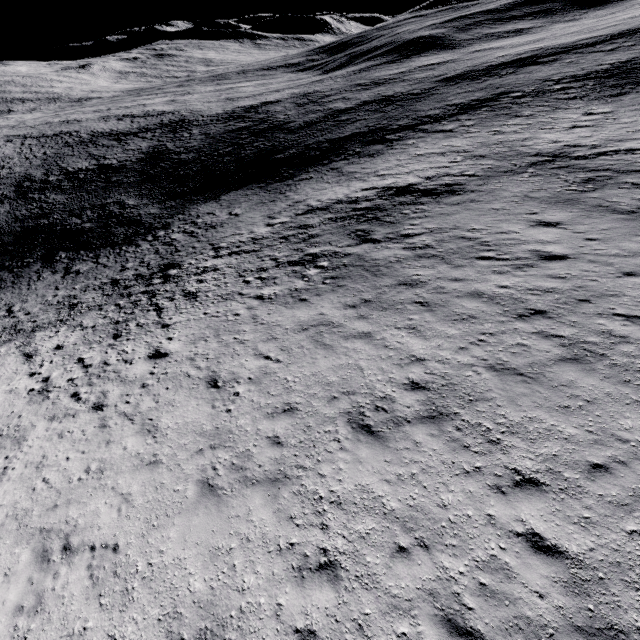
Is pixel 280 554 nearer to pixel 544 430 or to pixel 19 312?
pixel 544 430
